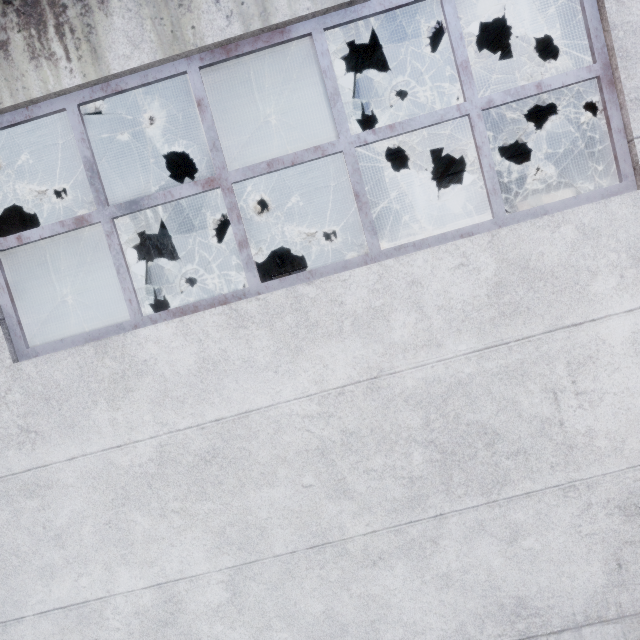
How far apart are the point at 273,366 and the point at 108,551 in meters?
2.3

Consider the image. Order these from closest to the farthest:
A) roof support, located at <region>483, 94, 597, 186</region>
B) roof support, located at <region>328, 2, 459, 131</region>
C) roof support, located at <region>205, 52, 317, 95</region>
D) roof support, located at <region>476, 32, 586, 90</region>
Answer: roof support, located at <region>328, 2, 459, 131</region>, roof support, located at <region>205, 52, 317, 95</region>, roof support, located at <region>476, 32, 586, 90</region>, roof support, located at <region>483, 94, 597, 186</region>

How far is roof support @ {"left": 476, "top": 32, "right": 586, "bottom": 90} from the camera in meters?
6.2 m

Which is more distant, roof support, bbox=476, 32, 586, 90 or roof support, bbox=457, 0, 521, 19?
roof support, bbox=476, 32, 586, 90

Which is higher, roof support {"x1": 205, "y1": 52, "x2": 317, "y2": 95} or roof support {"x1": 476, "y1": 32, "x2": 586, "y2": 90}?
roof support {"x1": 476, "y1": 32, "x2": 586, "y2": 90}

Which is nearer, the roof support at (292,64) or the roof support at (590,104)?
the roof support at (292,64)
